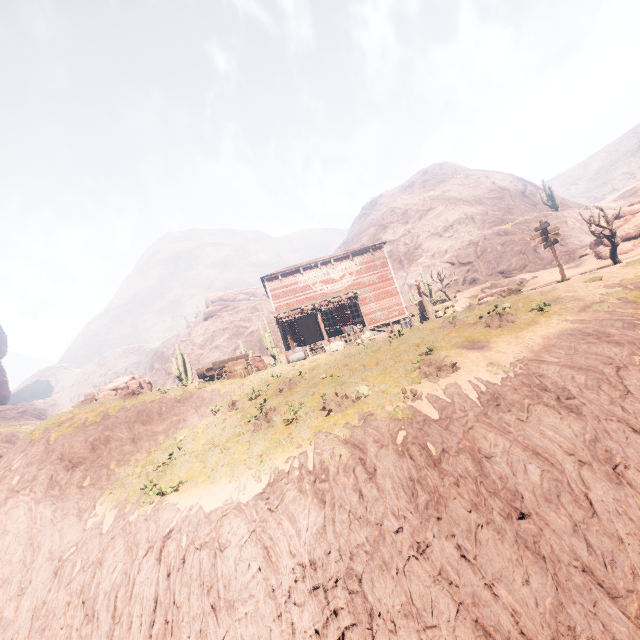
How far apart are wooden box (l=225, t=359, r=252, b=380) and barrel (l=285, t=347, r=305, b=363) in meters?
1.7

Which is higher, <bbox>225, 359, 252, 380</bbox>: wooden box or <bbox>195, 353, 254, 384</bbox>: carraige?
<bbox>195, 353, 254, 384</bbox>: carraige

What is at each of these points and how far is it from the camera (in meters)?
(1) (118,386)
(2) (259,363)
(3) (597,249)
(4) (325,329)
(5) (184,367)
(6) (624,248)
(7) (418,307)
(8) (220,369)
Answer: (1) instancedfoliageactor, 22.64
(2) instancedfoliageactor, 26.58
(3) rock, 25.81
(4) building, 24.88
(5) instancedfoliageactor, 29.41
(6) rock, 23.36
(7) wooden box, 25.72
(8) carraige, 20.11

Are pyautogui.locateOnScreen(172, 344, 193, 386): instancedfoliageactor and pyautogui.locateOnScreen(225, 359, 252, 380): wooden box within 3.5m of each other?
no

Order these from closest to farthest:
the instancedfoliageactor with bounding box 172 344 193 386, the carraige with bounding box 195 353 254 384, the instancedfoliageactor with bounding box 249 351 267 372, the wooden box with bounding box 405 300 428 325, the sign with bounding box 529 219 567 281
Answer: the sign with bounding box 529 219 567 281 < the carraige with bounding box 195 353 254 384 < the wooden box with bounding box 405 300 428 325 < the instancedfoliageactor with bounding box 249 351 267 372 < the instancedfoliageactor with bounding box 172 344 193 386

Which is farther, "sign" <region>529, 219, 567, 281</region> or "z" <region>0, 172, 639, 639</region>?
"sign" <region>529, 219, 567, 281</region>

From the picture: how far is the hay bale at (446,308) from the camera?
24.73m

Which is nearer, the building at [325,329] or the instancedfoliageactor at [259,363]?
the building at [325,329]
